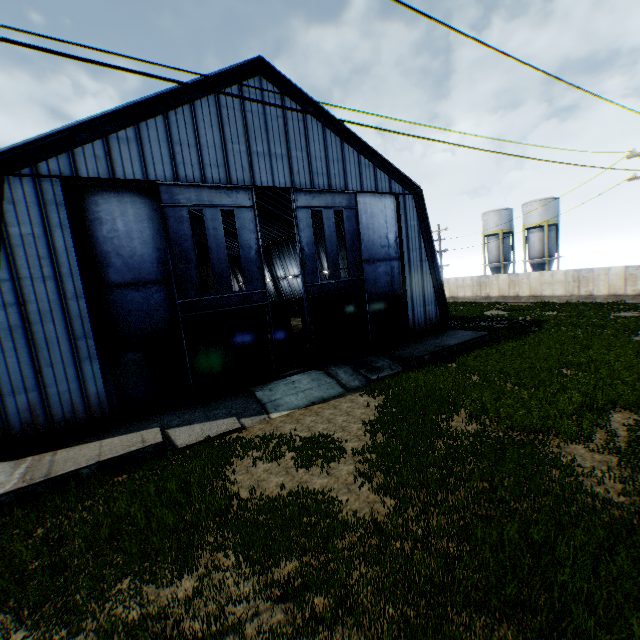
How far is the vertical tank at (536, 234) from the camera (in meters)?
41.12

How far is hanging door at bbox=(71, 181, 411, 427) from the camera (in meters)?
14.46

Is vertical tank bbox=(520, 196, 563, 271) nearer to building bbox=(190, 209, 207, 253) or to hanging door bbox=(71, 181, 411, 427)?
building bbox=(190, 209, 207, 253)

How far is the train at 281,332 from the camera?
26.7 meters

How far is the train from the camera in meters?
26.7 m

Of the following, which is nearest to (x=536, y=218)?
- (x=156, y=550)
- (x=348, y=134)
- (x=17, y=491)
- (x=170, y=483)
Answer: (x=348, y=134)

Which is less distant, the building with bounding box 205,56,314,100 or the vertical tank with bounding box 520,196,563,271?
the building with bounding box 205,56,314,100
